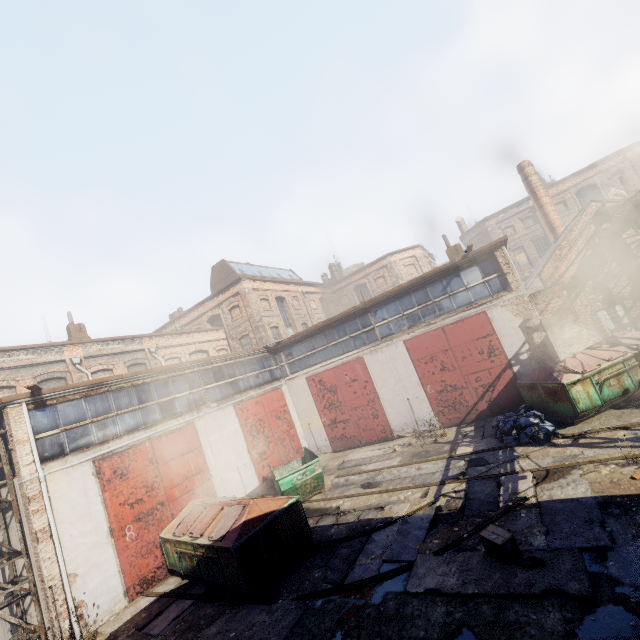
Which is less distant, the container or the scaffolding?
the scaffolding

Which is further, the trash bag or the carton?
the trash bag

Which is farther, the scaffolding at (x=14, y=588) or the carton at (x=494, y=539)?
the scaffolding at (x=14, y=588)

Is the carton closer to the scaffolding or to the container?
the container

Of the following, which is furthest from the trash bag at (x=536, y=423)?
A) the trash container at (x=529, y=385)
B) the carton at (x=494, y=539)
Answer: the carton at (x=494, y=539)

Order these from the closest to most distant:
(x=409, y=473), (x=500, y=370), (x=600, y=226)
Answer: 1. (x=409, y=473)
2. (x=500, y=370)
3. (x=600, y=226)

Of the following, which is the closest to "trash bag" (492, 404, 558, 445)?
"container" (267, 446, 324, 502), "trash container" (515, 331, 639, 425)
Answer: "trash container" (515, 331, 639, 425)

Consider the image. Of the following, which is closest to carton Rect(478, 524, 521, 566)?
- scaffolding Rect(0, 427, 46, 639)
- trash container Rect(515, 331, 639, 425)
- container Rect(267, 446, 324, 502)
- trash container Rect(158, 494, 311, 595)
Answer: trash container Rect(158, 494, 311, 595)
